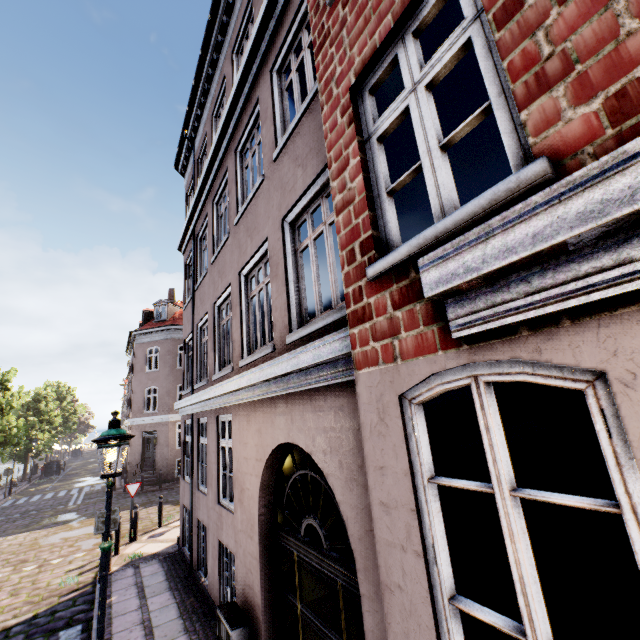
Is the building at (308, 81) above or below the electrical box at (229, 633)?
above

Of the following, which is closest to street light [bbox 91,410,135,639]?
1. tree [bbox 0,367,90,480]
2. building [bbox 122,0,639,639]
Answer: tree [bbox 0,367,90,480]

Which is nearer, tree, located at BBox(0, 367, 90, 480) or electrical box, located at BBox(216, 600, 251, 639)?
electrical box, located at BBox(216, 600, 251, 639)

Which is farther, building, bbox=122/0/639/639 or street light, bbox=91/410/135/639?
street light, bbox=91/410/135/639

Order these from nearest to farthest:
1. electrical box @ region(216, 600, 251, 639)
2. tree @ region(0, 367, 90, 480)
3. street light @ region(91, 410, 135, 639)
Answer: street light @ region(91, 410, 135, 639)
electrical box @ region(216, 600, 251, 639)
tree @ region(0, 367, 90, 480)

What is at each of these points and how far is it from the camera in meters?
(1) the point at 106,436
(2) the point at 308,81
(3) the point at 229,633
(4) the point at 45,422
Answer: (1) street light, 4.3
(2) building, 4.7
(3) electrical box, 4.6
(4) tree, 32.9

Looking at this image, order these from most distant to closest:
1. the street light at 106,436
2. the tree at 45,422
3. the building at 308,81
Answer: the tree at 45,422 → the street light at 106,436 → the building at 308,81

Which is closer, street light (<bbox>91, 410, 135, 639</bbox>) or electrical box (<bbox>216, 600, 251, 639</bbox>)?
street light (<bbox>91, 410, 135, 639</bbox>)
